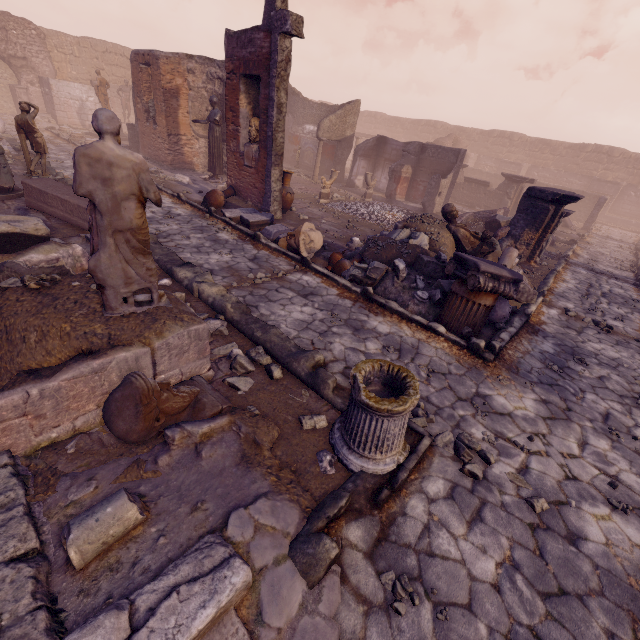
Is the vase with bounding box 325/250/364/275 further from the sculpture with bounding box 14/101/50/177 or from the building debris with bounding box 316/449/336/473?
the sculpture with bounding box 14/101/50/177

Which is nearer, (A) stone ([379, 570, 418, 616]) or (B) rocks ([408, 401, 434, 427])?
(A) stone ([379, 570, 418, 616])

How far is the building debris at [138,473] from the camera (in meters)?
2.61

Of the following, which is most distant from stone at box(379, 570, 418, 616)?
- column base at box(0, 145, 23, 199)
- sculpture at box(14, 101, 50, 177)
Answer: sculpture at box(14, 101, 50, 177)

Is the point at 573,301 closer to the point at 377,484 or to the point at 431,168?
the point at 377,484

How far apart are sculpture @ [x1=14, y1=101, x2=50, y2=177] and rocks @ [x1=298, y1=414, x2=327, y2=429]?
11.55m

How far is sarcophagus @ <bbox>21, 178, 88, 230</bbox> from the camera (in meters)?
6.78

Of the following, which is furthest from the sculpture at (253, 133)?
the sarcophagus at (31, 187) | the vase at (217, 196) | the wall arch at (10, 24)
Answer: the wall arch at (10, 24)
